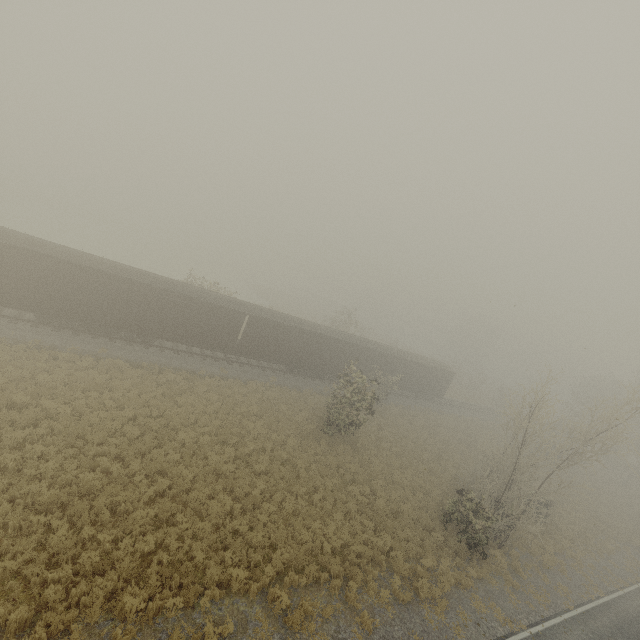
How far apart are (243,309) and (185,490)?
13.53m
